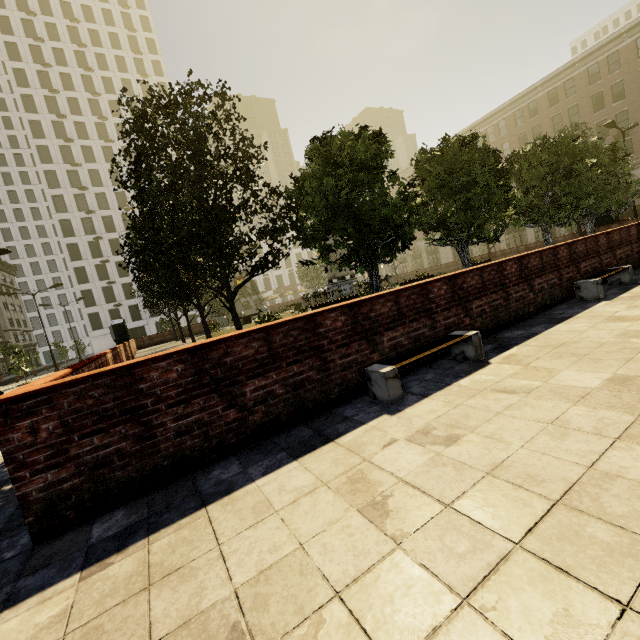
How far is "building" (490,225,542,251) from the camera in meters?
44.2

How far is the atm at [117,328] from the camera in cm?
2877

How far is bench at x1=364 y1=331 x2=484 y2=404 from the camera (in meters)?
3.72

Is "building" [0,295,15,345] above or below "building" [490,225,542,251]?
above

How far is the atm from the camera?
28.77m

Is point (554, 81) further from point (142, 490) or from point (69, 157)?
point (69, 157)

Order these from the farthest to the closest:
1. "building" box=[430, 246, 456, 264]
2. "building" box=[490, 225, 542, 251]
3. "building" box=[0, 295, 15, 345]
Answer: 1. "building" box=[430, 246, 456, 264]
2. "building" box=[0, 295, 15, 345]
3. "building" box=[490, 225, 542, 251]

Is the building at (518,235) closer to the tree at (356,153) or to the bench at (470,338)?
the tree at (356,153)
